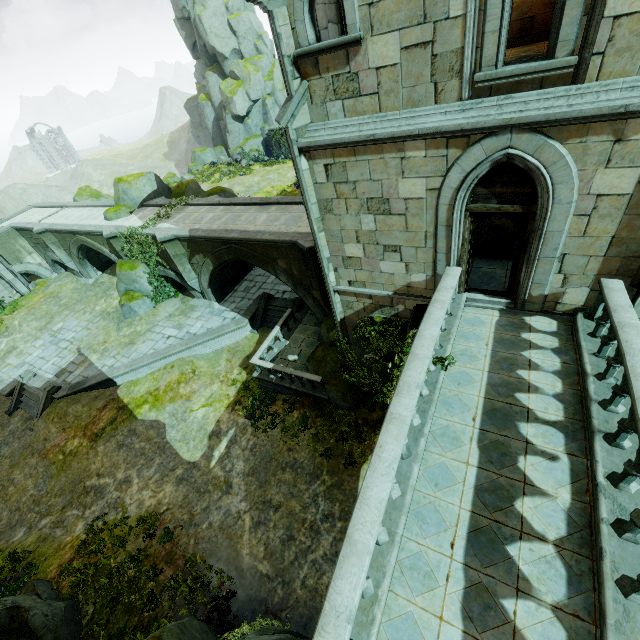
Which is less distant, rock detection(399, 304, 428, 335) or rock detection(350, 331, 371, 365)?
rock detection(399, 304, 428, 335)

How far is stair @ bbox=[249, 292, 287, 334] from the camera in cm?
1864

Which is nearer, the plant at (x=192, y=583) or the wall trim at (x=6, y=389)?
the plant at (x=192, y=583)

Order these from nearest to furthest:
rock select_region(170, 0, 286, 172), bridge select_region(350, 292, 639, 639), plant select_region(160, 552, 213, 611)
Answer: bridge select_region(350, 292, 639, 639), plant select_region(160, 552, 213, 611), rock select_region(170, 0, 286, 172)

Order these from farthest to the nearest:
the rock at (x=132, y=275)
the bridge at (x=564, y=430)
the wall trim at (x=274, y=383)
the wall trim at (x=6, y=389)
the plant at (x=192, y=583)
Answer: the rock at (x=132, y=275) < the wall trim at (x=6, y=389) < the wall trim at (x=274, y=383) < the plant at (x=192, y=583) < the bridge at (x=564, y=430)

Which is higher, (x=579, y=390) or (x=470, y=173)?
(x=470, y=173)

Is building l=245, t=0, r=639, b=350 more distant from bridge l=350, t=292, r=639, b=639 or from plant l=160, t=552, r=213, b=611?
plant l=160, t=552, r=213, b=611

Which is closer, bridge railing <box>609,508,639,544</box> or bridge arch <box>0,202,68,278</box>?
bridge railing <box>609,508,639,544</box>
